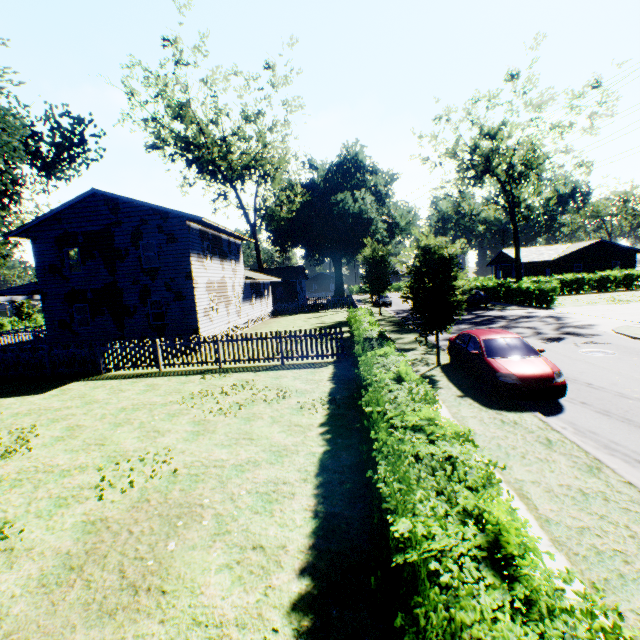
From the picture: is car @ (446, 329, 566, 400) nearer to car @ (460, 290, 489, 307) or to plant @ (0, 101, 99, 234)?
plant @ (0, 101, 99, 234)

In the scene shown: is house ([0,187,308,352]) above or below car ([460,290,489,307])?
above

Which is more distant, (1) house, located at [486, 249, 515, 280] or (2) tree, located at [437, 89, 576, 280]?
(1) house, located at [486, 249, 515, 280]

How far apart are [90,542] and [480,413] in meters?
8.5

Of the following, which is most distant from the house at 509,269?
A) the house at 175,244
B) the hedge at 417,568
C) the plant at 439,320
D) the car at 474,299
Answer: the hedge at 417,568

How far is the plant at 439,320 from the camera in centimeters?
1210cm

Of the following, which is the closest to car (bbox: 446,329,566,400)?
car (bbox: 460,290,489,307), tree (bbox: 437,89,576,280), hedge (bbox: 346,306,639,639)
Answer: hedge (bbox: 346,306,639,639)

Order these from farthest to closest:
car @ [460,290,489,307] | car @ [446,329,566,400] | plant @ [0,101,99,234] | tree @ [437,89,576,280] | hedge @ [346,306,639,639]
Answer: car @ [460,290,489,307]
tree @ [437,89,576,280]
plant @ [0,101,99,234]
car @ [446,329,566,400]
hedge @ [346,306,639,639]
